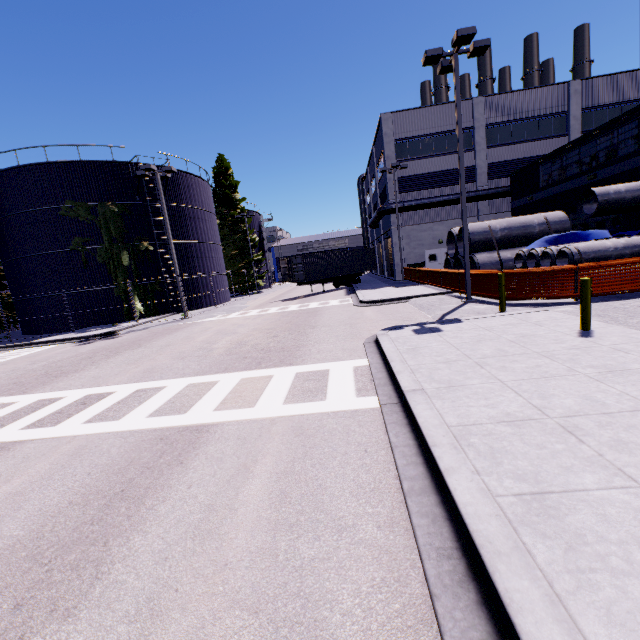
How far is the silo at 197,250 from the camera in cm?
2748

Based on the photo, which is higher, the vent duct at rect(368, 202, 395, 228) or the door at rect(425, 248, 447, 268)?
the vent duct at rect(368, 202, 395, 228)

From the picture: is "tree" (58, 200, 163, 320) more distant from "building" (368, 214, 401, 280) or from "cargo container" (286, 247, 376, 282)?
"cargo container" (286, 247, 376, 282)

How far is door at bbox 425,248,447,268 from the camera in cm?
3081

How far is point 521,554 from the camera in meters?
2.3

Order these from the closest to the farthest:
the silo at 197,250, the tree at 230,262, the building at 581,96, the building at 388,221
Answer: the building at 581,96 → the silo at 197,250 → the building at 388,221 → the tree at 230,262

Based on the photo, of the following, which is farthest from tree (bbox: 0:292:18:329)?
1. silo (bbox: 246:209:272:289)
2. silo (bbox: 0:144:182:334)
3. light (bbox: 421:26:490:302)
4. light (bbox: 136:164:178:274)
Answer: silo (bbox: 246:209:272:289)

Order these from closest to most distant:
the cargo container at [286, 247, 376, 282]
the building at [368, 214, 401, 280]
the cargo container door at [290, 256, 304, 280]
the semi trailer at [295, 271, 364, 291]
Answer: the cargo container door at [290, 256, 304, 280] < the cargo container at [286, 247, 376, 282] < the semi trailer at [295, 271, 364, 291] < the building at [368, 214, 401, 280]
